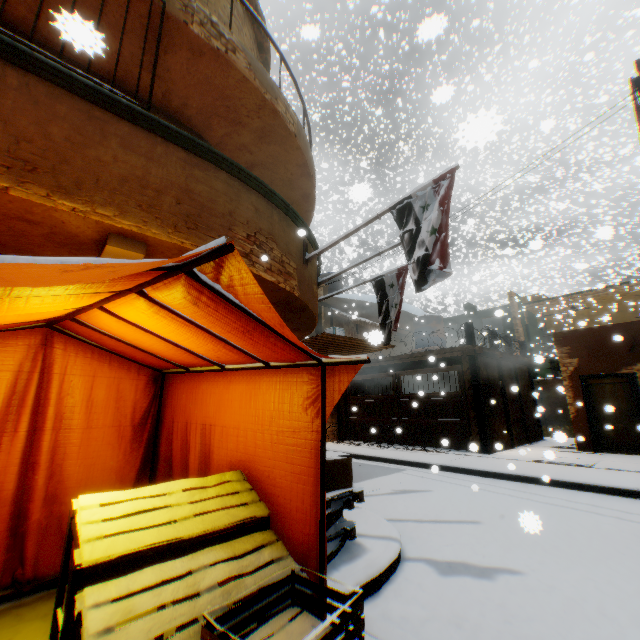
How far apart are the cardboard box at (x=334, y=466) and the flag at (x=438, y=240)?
1.1 meters

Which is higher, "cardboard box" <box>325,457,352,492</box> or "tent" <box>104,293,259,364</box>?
"tent" <box>104,293,259,364</box>

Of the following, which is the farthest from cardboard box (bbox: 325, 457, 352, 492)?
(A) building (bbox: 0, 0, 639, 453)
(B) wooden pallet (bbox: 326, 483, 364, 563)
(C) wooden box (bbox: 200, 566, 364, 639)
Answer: (C) wooden box (bbox: 200, 566, 364, 639)

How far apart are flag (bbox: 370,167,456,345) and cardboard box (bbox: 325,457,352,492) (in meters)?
1.09

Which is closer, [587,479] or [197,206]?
[197,206]

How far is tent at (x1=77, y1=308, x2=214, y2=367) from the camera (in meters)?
2.78

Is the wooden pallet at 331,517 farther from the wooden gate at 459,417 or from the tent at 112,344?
the wooden gate at 459,417

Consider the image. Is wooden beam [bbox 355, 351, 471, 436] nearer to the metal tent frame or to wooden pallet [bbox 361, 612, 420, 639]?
Result: wooden pallet [bbox 361, 612, 420, 639]
